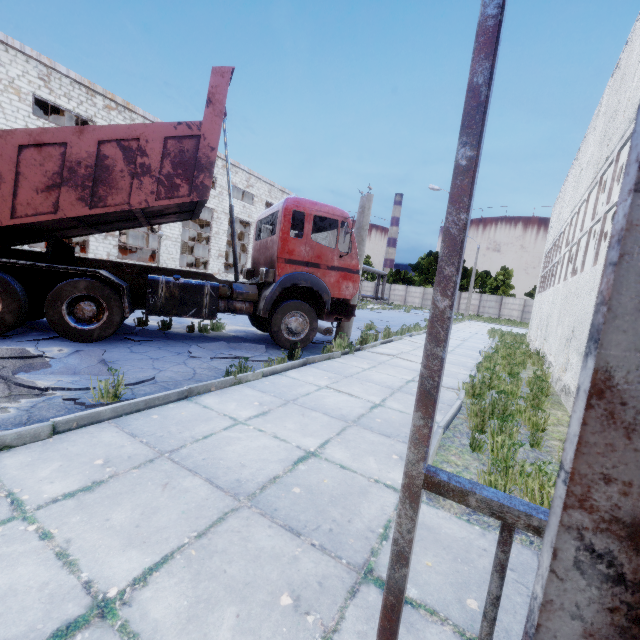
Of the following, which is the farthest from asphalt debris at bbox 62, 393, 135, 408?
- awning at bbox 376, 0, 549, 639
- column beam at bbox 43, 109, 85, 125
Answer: column beam at bbox 43, 109, 85, 125

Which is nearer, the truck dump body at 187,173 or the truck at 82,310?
the truck dump body at 187,173

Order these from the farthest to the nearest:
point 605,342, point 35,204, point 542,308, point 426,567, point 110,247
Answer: point 110,247
point 542,308
point 35,204
point 426,567
point 605,342

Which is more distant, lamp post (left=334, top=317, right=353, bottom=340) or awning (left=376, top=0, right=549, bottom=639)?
lamp post (left=334, top=317, right=353, bottom=340)

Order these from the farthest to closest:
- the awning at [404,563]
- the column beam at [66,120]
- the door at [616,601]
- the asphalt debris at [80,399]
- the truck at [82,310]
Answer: the column beam at [66,120] < the truck at [82,310] < the asphalt debris at [80,399] < the awning at [404,563] < the door at [616,601]

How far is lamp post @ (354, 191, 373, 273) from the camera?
9.6 meters

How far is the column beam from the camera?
21.2m

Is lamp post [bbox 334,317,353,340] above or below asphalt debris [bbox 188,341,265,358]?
above
